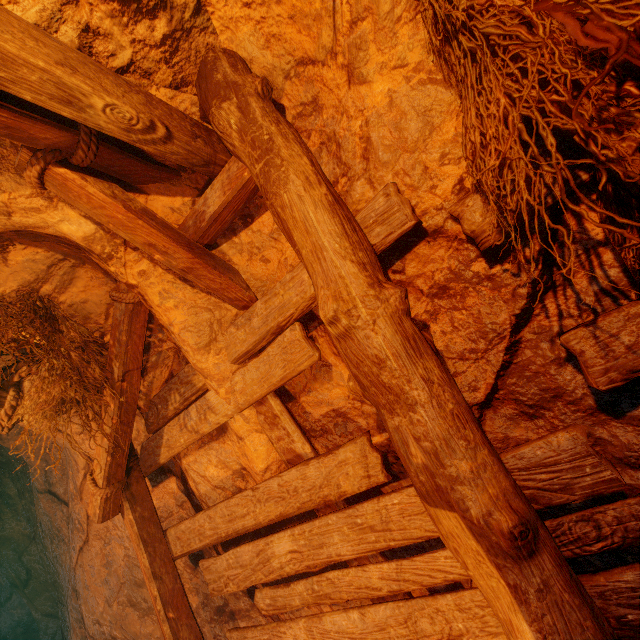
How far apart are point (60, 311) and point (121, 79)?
1.69m

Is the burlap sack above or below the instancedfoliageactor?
above

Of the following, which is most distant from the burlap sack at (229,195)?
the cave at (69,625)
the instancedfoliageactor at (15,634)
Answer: the instancedfoliageactor at (15,634)

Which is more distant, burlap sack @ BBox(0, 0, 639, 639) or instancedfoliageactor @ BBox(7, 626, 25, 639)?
instancedfoliageactor @ BBox(7, 626, 25, 639)

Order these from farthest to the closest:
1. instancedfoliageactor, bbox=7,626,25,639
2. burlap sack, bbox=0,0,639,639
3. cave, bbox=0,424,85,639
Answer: instancedfoliageactor, bbox=7,626,25,639, cave, bbox=0,424,85,639, burlap sack, bbox=0,0,639,639

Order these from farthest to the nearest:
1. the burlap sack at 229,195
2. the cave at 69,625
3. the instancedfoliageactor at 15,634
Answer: the instancedfoliageactor at 15,634
the cave at 69,625
the burlap sack at 229,195

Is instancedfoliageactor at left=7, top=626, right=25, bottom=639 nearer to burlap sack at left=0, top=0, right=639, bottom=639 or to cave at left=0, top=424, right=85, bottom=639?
cave at left=0, top=424, right=85, bottom=639

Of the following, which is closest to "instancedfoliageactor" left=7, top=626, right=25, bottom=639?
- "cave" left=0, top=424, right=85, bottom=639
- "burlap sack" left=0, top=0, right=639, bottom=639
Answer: "cave" left=0, top=424, right=85, bottom=639
